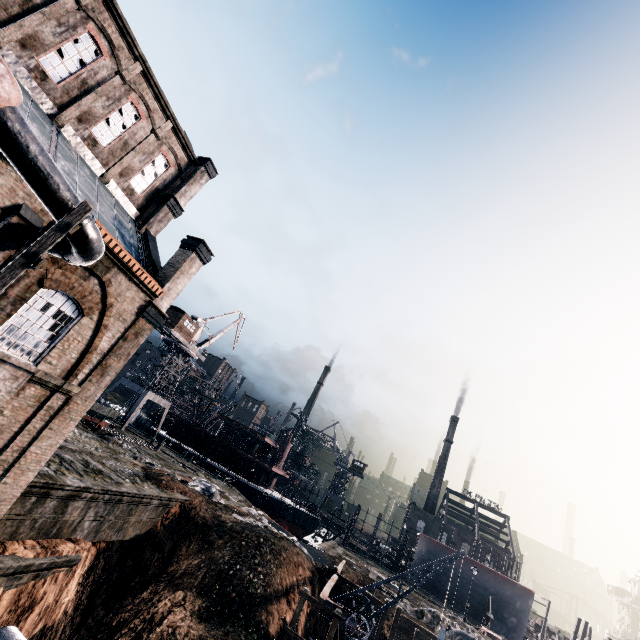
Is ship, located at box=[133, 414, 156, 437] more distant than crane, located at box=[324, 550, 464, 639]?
Yes

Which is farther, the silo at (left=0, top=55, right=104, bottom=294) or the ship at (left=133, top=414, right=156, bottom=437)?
the ship at (left=133, top=414, right=156, bottom=437)

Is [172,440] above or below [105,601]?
above

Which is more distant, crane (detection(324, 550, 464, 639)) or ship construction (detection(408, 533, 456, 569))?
ship construction (detection(408, 533, 456, 569))

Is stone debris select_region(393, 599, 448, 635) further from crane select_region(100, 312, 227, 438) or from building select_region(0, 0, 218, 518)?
crane select_region(100, 312, 227, 438)

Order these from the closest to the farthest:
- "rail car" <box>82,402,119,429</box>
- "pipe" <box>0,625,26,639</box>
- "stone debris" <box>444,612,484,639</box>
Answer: "pipe" <box>0,625,26,639</box>, "stone debris" <box>444,612,484,639</box>, "rail car" <box>82,402,119,429</box>

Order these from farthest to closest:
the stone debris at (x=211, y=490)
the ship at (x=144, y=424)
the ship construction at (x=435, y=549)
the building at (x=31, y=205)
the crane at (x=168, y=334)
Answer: the ship at (x=144, y=424)
the ship construction at (x=435, y=549)
the crane at (x=168, y=334)
the stone debris at (x=211, y=490)
the building at (x=31, y=205)

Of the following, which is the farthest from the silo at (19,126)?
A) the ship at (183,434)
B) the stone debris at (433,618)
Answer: the ship at (183,434)
